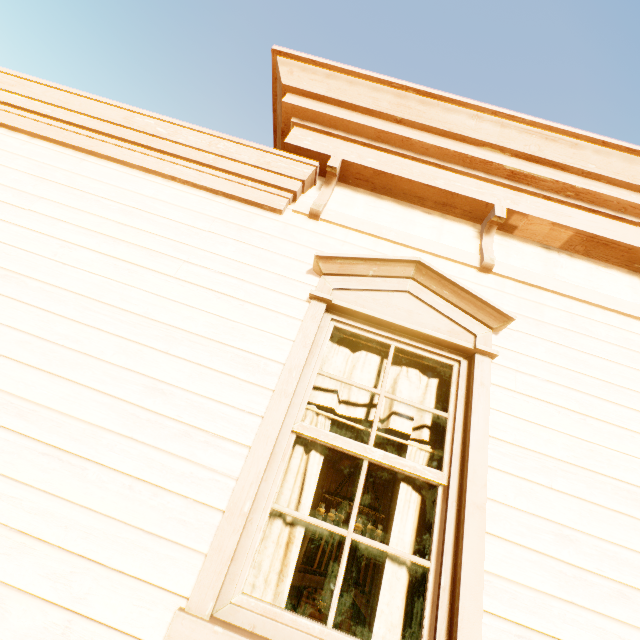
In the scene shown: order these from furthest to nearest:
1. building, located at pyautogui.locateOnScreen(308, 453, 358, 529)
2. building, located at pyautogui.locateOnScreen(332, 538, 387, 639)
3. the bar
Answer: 1. building, located at pyautogui.locateOnScreen(308, 453, 358, 529)
2. the bar
3. building, located at pyautogui.locateOnScreen(332, 538, 387, 639)

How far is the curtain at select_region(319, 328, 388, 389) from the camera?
2.2 meters

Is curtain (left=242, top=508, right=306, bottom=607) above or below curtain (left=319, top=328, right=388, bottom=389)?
below

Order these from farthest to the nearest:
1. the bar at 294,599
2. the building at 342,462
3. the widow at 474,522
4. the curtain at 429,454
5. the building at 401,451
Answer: the building at 342,462, the bar at 294,599, the building at 401,451, the curtain at 429,454, the widow at 474,522

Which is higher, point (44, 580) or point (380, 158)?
point (380, 158)

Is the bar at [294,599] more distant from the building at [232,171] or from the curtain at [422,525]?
the curtain at [422,525]
